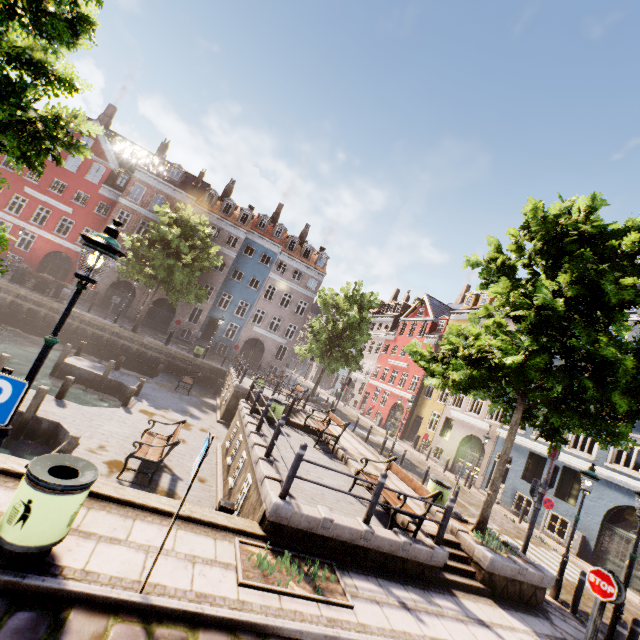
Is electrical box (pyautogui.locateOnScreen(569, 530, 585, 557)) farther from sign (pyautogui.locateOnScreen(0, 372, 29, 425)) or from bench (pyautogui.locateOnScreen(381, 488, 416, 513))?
sign (pyautogui.locateOnScreen(0, 372, 29, 425))

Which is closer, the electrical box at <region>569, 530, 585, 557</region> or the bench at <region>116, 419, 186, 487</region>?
the bench at <region>116, 419, 186, 487</region>

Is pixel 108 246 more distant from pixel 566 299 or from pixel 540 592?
pixel 540 592

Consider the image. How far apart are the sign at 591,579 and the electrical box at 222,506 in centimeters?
748cm

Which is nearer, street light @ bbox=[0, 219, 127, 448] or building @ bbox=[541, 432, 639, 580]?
street light @ bbox=[0, 219, 127, 448]

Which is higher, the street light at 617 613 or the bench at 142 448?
the street light at 617 613

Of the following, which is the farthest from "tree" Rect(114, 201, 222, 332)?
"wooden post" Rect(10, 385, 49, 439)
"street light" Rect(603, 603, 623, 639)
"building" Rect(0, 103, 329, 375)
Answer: "wooden post" Rect(10, 385, 49, 439)

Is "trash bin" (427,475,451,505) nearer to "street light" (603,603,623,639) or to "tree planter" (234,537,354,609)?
"street light" (603,603,623,639)
